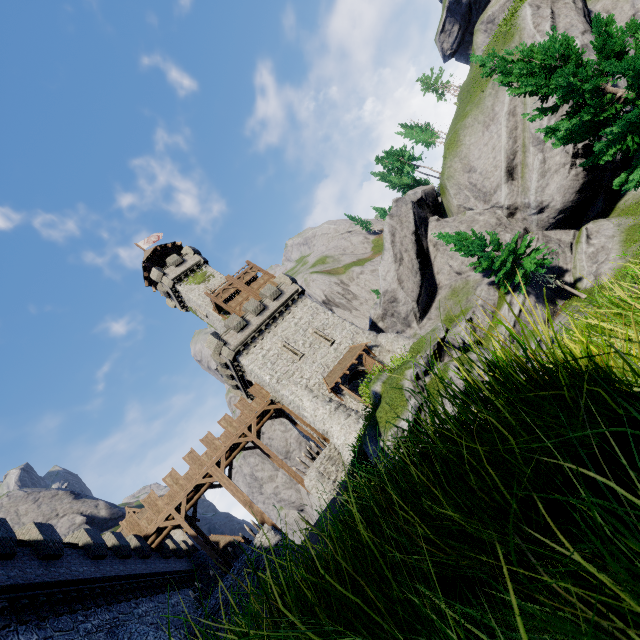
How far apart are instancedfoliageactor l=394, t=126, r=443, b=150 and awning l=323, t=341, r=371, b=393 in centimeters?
3487cm

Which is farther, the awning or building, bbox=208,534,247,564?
building, bbox=208,534,247,564

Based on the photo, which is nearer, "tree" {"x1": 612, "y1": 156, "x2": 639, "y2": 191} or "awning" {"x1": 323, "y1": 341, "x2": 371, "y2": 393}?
"tree" {"x1": 612, "y1": 156, "x2": 639, "y2": 191}

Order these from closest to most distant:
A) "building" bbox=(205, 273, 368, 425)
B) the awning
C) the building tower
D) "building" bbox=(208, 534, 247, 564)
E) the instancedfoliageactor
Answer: the awning → "building" bbox=(205, 273, 368, 425) → "building" bbox=(208, 534, 247, 564) → the building tower → the instancedfoliageactor

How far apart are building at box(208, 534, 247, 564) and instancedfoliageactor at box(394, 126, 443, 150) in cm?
5556

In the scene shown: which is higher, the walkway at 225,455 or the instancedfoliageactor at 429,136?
the instancedfoliageactor at 429,136

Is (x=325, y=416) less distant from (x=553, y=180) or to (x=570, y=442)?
(x=570, y=442)

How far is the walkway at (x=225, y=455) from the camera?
25.06m
